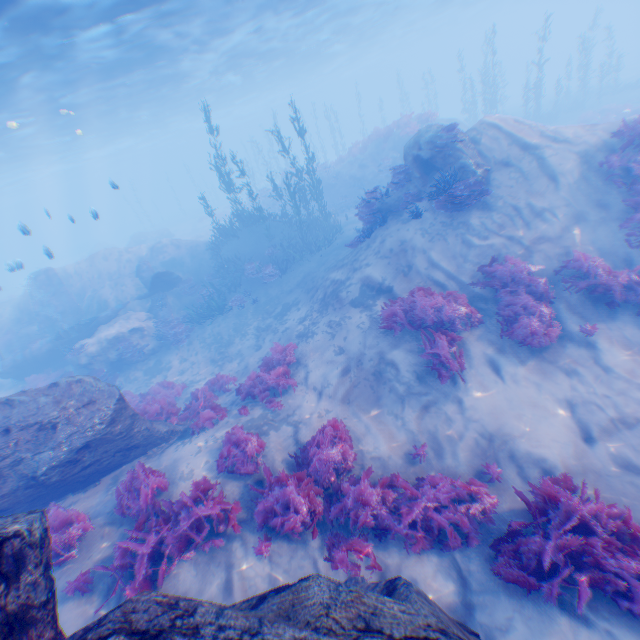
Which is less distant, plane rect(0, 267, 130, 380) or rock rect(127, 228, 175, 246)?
plane rect(0, 267, 130, 380)

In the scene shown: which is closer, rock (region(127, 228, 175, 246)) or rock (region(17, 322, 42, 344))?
rock (region(17, 322, 42, 344))

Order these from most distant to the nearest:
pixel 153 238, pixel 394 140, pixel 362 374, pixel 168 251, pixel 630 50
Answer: pixel 630 50 → pixel 153 238 → pixel 394 140 → pixel 168 251 → pixel 362 374

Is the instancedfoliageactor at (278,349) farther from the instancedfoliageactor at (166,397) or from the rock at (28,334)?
the rock at (28,334)

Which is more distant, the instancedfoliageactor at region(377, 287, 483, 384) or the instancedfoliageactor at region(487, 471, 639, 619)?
the instancedfoliageactor at region(377, 287, 483, 384)

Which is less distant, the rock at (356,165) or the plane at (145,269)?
the plane at (145,269)

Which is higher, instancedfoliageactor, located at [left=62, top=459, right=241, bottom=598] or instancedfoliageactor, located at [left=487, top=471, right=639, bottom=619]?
instancedfoliageactor, located at [left=62, top=459, right=241, bottom=598]

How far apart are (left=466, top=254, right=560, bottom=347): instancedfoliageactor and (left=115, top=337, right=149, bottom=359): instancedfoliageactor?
15.7m
